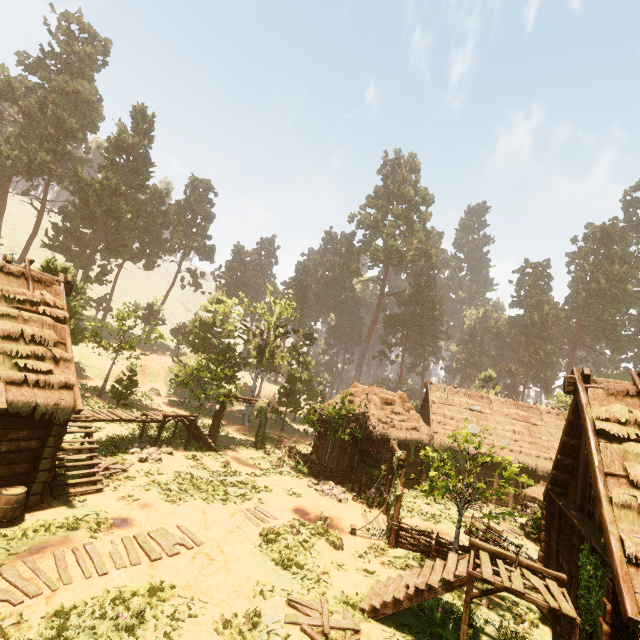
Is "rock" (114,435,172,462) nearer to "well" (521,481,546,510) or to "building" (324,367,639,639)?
"building" (324,367,639,639)

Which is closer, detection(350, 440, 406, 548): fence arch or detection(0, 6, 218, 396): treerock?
detection(350, 440, 406, 548): fence arch

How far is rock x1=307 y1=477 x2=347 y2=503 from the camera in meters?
17.2 m

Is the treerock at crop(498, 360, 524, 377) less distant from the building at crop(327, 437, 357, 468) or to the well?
the building at crop(327, 437, 357, 468)

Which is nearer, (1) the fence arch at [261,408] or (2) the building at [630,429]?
(2) the building at [630,429]

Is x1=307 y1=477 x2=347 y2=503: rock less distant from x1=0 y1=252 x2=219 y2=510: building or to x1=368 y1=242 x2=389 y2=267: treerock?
x1=368 y1=242 x2=389 y2=267: treerock

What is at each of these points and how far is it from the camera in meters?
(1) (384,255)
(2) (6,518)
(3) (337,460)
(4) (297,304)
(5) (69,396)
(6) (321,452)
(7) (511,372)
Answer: (1) treerock, 59.2
(2) barrel, 9.3
(3) building, 23.0
(4) treerock, 59.0
(5) building, 11.1
(6) building, 25.6
(7) treerock, 58.2

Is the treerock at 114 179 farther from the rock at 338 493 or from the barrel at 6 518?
the barrel at 6 518
